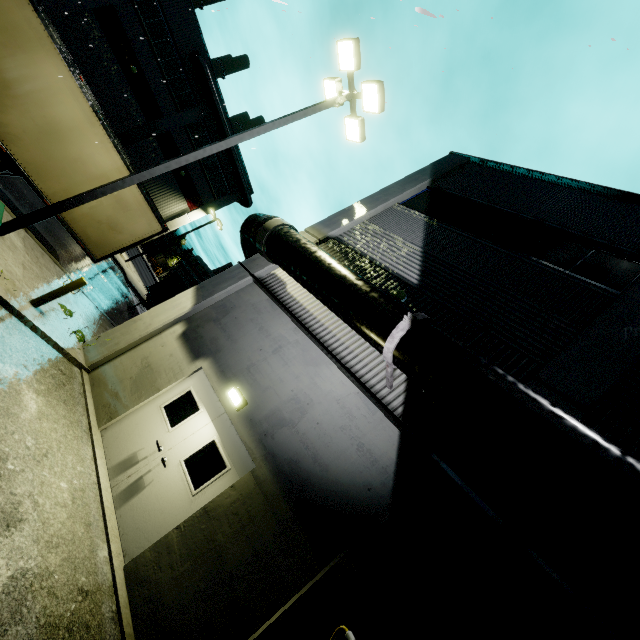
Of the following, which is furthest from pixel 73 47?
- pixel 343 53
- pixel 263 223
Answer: pixel 263 223

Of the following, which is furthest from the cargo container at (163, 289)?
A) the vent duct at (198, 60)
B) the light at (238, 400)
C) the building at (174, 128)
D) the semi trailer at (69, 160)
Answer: the light at (238, 400)

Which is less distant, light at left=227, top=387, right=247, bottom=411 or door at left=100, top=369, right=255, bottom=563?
door at left=100, top=369, right=255, bottom=563

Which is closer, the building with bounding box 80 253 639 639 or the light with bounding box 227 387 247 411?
the building with bounding box 80 253 639 639

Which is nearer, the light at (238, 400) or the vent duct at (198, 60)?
the light at (238, 400)

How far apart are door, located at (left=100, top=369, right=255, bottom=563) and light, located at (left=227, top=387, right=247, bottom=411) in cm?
18

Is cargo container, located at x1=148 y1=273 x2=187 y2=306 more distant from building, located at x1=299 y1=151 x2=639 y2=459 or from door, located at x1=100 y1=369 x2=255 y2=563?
door, located at x1=100 y1=369 x2=255 y2=563

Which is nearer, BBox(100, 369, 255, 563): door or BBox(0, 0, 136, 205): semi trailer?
BBox(100, 369, 255, 563): door
